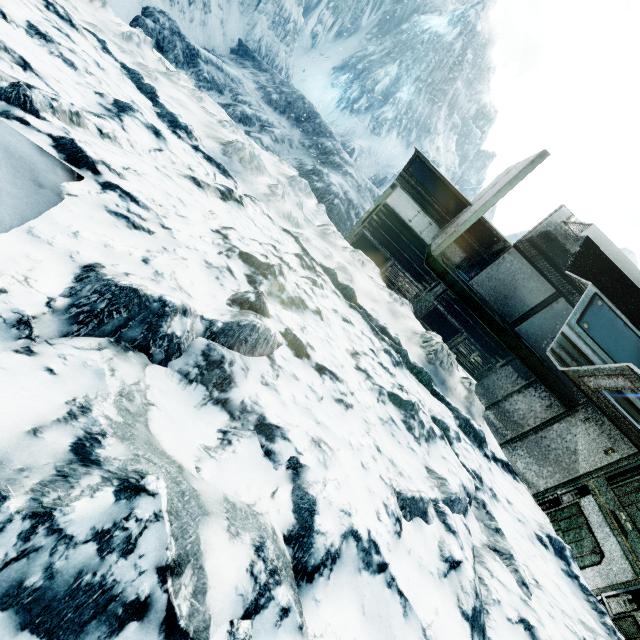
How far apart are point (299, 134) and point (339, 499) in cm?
1909

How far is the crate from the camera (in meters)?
8.76

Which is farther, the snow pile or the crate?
the crate

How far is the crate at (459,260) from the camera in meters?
8.8

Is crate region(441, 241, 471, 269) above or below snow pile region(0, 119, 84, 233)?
above

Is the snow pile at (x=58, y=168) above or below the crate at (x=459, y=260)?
below
